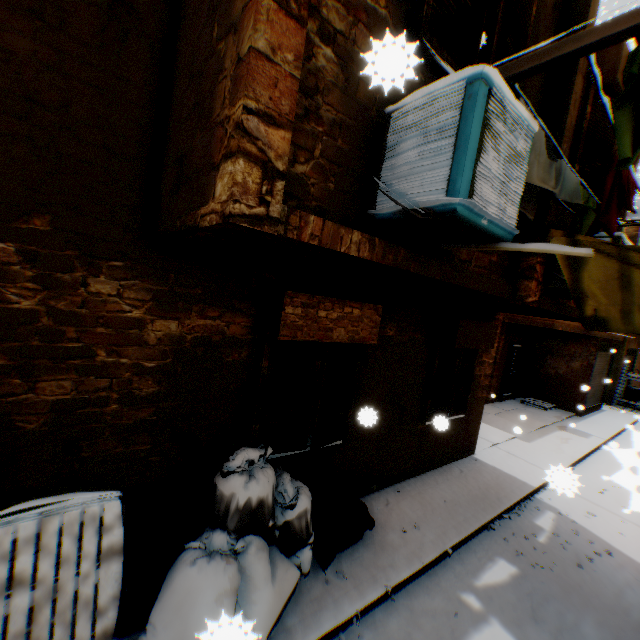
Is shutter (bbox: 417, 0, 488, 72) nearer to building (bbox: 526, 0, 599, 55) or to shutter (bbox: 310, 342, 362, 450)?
building (bbox: 526, 0, 599, 55)

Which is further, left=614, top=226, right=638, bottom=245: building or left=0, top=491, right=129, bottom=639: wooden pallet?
left=614, top=226, right=638, bottom=245: building

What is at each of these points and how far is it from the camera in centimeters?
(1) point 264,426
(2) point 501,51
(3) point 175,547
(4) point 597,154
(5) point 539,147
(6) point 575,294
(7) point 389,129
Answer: (1) shutter, 399cm
(2) shutter, 288cm
(3) trash bag, 304cm
(4) shutter, 474cm
(5) dryer, 285cm
(6) tent, 418cm
(7) air conditioner, 230cm

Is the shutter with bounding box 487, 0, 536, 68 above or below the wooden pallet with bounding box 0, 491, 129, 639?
above

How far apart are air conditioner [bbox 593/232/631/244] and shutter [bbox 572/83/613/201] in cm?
56

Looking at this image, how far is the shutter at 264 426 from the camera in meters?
3.9 m

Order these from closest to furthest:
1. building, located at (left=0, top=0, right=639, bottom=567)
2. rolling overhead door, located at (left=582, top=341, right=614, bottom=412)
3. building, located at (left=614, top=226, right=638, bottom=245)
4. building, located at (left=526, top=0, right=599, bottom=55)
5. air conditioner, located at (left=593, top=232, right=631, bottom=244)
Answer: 1. building, located at (left=0, top=0, right=639, bottom=567)
2. building, located at (left=526, top=0, right=599, bottom=55)
3. air conditioner, located at (left=593, top=232, right=631, bottom=244)
4. building, located at (left=614, top=226, right=638, bottom=245)
5. rolling overhead door, located at (left=582, top=341, right=614, bottom=412)

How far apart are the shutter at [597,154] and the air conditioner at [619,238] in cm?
56
